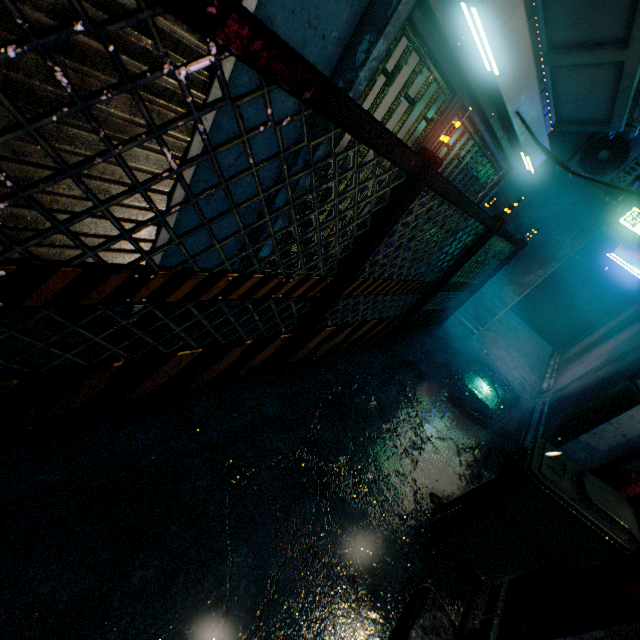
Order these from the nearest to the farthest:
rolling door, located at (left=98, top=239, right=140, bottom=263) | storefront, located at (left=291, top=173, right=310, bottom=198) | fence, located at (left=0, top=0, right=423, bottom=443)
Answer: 1. fence, located at (left=0, top=0, right=423, bottom=443)
2. rolling door, located at (left=98, top=239, right=140, bottom=263)
3. storefront, located at (left=291, top=173, right=310, bottom=198)

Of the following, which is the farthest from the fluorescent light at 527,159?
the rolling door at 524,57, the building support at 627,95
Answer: the building support at 627,95

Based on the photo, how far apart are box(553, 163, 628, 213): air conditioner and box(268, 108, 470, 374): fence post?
4.21m

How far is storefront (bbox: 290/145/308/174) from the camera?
2.19m

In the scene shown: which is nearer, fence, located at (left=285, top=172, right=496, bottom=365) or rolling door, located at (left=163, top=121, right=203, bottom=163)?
rolling door, located at (left=163, top=121, right=203, bottom=163)

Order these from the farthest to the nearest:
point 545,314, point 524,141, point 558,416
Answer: point 545,314
point 558,416
point 524,141

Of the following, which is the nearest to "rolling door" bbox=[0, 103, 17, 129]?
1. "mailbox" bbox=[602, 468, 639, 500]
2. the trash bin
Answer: the trash bin

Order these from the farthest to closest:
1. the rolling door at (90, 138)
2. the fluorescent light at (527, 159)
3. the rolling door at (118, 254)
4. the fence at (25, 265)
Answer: the fluorescent light at (527, 159) → the rolling door at (118, 254) → the rolling door at (90, 138) → the fence at (25, 265)
